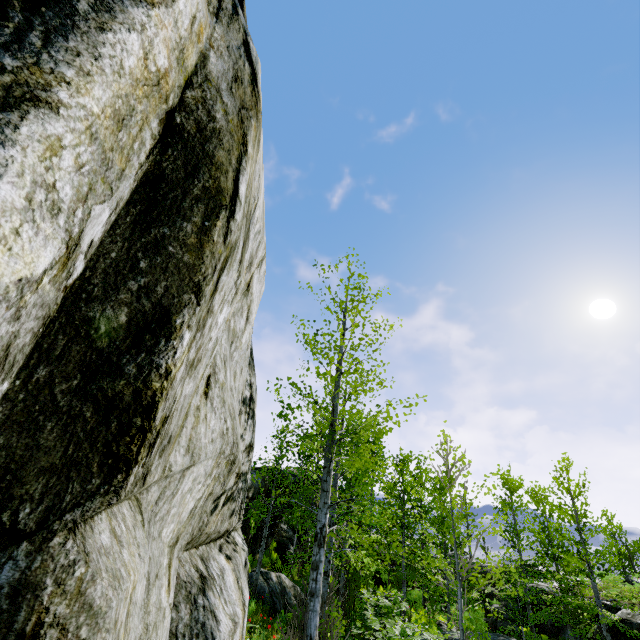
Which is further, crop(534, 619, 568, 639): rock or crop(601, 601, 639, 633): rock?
crop(534, 619, 568, 639): rock

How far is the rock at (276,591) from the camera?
11.5 meters

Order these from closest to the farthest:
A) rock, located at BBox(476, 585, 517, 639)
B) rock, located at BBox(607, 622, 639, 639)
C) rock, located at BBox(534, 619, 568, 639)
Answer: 1. rock, located at BBox(476, 585, 517, 639)
2. rock, located at BBox(607, 622, 639, 639)
3. rock, located at BBox(534, 619, 568, 639)

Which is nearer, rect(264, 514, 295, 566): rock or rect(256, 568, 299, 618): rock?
rect(256, 568, 299, 618): rock

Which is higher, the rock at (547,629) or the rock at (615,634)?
the rock at (615,634)

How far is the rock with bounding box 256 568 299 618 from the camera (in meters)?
11.51

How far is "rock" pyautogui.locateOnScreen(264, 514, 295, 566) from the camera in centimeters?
1683cm

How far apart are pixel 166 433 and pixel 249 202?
1.7 meters
